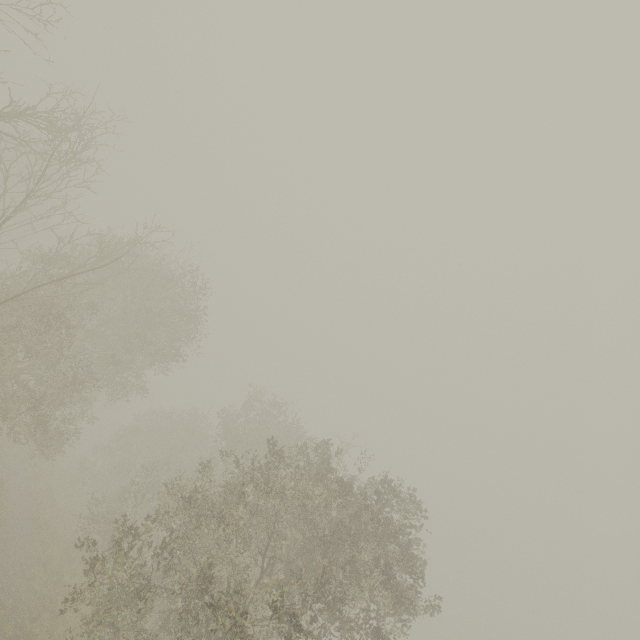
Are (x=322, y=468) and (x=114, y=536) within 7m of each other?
no
